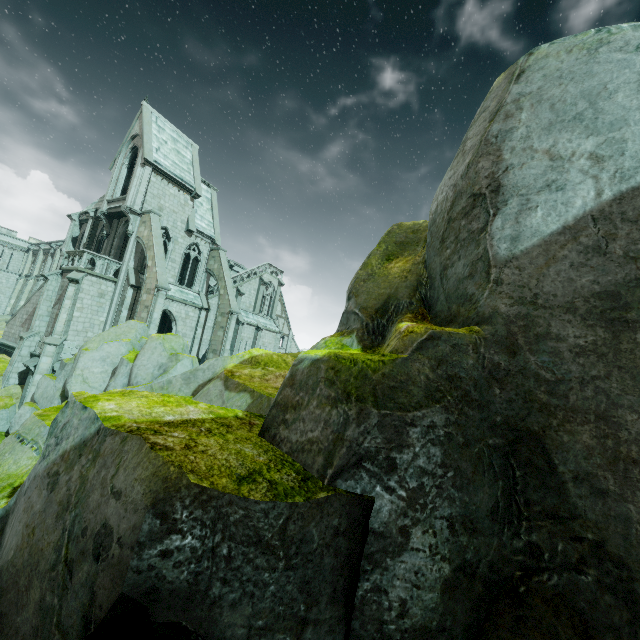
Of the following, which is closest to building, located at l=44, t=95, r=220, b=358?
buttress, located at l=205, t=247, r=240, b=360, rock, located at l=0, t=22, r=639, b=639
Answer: buttress, located at l=205, t=247, r=240, b=360

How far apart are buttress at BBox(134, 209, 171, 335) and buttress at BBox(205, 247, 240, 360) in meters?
5.9

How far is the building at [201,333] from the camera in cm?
2355

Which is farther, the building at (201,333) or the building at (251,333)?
the building at (251,333)

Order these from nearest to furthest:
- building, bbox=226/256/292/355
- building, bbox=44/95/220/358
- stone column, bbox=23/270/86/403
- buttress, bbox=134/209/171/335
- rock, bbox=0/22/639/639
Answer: rock, bbox=0/22/639/639 < stone column, bbox=23/270/86/403 < buttress, bbox=134/209/171/335 < building, bbox=44/95/220/358 < building, bbox=226/256/292/355

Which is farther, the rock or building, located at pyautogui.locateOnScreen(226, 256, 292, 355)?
building, located at pyautogui.locateOnScreen(226, 256, 292, 355)

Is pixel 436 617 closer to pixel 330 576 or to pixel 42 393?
pixel 330 576

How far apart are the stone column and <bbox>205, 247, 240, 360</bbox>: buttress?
9.69m
